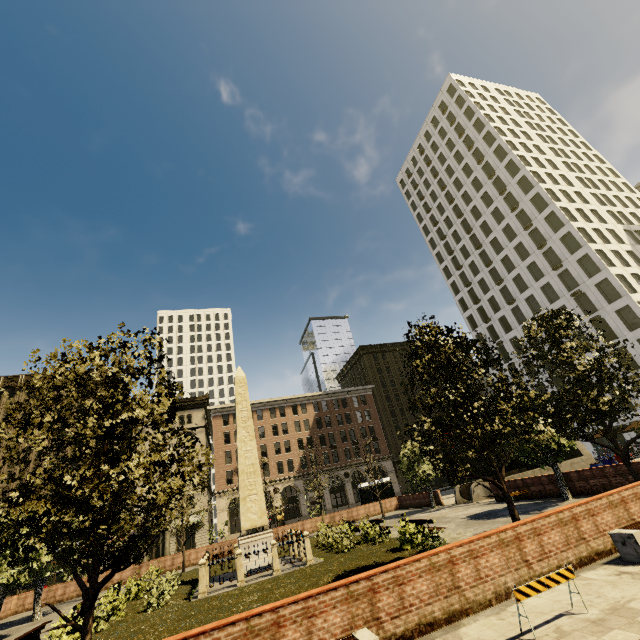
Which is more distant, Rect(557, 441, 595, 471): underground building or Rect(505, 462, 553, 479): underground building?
Rect(557, 441, 595, 471): underground building

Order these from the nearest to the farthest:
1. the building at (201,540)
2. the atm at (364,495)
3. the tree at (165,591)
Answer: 1. the tree at (165,591)
2. the atm at (364,495)
3. the building at (201,540)

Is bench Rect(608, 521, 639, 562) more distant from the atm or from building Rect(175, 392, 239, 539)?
the atm

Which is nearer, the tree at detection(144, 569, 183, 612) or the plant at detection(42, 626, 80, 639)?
the plant at detection(42, 626, 80, 639)

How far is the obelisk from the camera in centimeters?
1730cm

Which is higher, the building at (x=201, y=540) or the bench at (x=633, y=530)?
the building at (x=201, y=540)

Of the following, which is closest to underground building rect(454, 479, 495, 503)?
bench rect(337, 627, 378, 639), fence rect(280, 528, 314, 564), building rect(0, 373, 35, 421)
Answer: fence rect(280, 528, 314, 564)

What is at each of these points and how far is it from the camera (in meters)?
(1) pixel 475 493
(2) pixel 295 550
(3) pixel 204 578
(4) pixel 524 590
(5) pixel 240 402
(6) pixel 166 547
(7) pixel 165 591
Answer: (1) underground building, 26.02
(2) fence, 19.02
(3) fence, 14.82
(4) barricade, 5.79
(5) obelisk, 21.61
(6) building, 43.09
(7) tree, 14.77
